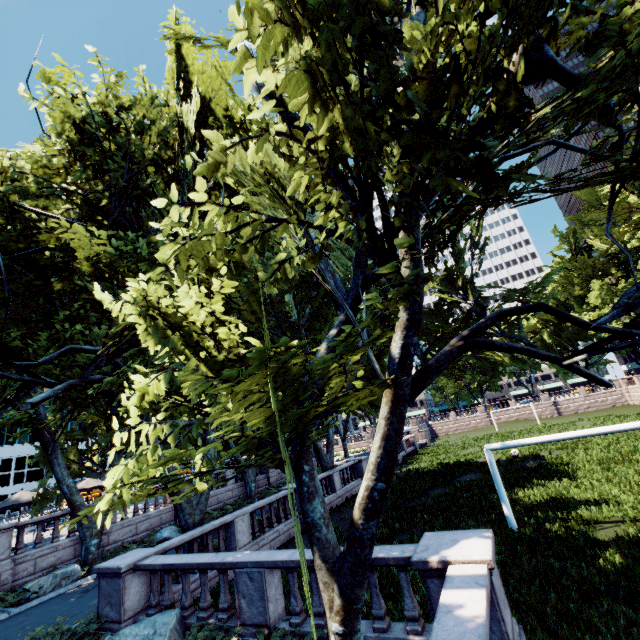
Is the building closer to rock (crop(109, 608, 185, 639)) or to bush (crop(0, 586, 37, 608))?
bush (crop(0, 586, 37, 608))

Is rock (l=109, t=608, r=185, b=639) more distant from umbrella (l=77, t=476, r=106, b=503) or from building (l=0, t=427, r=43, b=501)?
building (l=0, t=427, r=43, b=501)

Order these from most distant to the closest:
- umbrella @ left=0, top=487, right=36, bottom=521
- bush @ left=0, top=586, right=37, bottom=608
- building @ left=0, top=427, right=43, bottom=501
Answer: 1. building @ left=0, top=427, right=43, bottom=501
2. umbrella @ left=0, top=487, right=36, bottom=521
3. bush @ left=0, top=586, right=37, bottom=608

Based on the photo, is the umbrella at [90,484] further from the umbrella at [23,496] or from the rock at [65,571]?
Result: the rock at [65,571]

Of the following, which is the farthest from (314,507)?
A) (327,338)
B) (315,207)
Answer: (315,207)

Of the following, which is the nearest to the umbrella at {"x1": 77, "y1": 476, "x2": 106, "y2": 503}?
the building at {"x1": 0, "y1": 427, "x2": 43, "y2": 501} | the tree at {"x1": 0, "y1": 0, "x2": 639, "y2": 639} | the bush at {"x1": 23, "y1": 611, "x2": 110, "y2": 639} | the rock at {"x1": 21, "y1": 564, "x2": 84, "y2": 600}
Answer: the tree at {"x1": 0, "y1": 0, "x2": 639, "y2": 639}

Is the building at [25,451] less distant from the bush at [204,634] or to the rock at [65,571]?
the rock at [65,571]

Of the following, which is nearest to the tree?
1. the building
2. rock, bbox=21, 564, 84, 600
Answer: rock, bbox=21, 564, 84, 600
